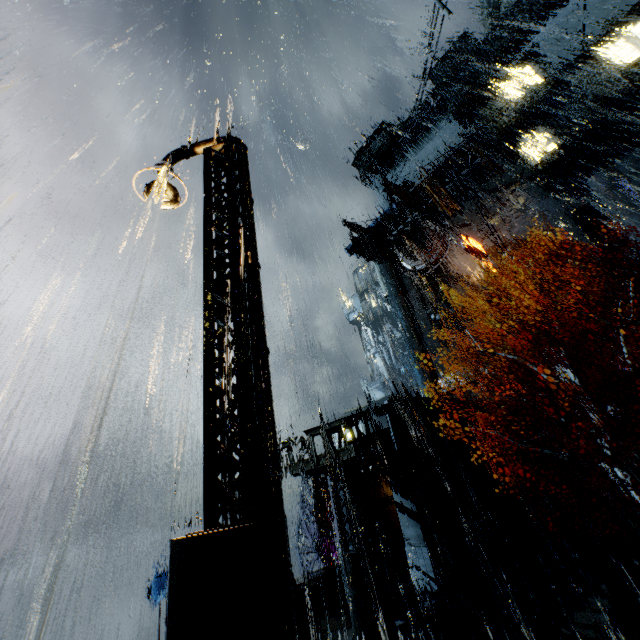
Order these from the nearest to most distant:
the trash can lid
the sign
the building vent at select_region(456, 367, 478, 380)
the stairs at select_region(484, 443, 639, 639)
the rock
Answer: the stairs at select_region(484, 443, 639, 639)
the trash can lid
the sign
the building vent at select_region(456, 367, 478, 380)
the rock

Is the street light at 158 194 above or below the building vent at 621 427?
above

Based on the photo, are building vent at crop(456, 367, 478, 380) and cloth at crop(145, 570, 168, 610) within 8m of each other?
no

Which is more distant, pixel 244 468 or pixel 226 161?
pixel 226 161

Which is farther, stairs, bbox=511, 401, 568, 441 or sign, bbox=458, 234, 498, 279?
sign, bbox=458, 234, 498, 279

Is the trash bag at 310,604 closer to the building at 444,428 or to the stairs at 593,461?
the building at 444,428

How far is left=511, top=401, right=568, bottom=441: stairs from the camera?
22.7m

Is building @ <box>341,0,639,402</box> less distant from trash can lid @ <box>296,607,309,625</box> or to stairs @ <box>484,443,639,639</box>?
stairs @ <box>484,443,639,639</box>
